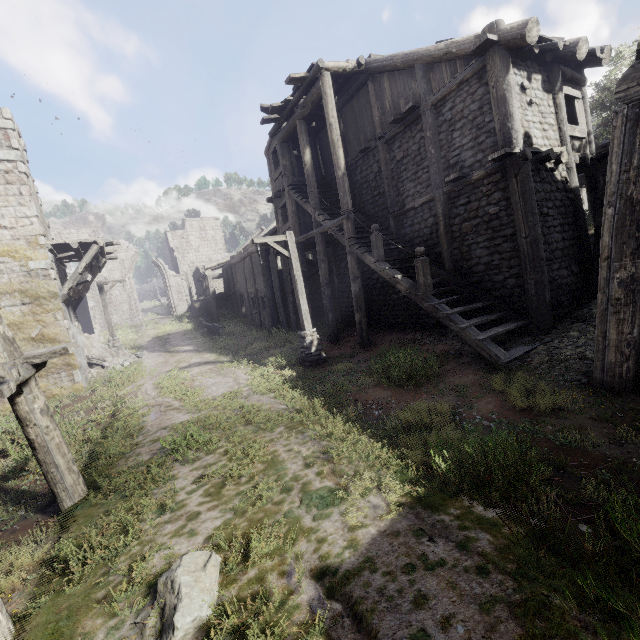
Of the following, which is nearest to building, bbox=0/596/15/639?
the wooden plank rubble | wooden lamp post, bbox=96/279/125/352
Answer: the wooden plank rubble

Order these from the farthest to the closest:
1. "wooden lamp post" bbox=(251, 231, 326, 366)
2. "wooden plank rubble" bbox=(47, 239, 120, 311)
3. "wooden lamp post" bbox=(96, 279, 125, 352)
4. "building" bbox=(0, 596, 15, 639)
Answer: "wooden lamp post" bbox=(96, 279, 125, 352), "wooden plank rubble" bbox=(47, 239, 120, 311), "wooden lamp post" bbox=(251, 231, 326, 366), "building" bbox=(0, 596, 15, 639)

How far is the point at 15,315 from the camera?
12.3m

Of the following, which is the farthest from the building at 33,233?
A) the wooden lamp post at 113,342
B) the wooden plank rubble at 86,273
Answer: the wooden lamp post at 113,342

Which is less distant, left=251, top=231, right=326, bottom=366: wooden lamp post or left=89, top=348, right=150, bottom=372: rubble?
left=251, top=231, right=326, bottom=366: wooden lamp post

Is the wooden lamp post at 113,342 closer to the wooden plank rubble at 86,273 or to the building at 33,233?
the wooden plank rubble at 86,273

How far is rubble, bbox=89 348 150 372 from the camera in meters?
16.8

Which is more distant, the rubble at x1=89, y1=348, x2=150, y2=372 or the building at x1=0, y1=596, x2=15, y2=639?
the rubble at x1=89, y1=348, x2=150, y2=372
